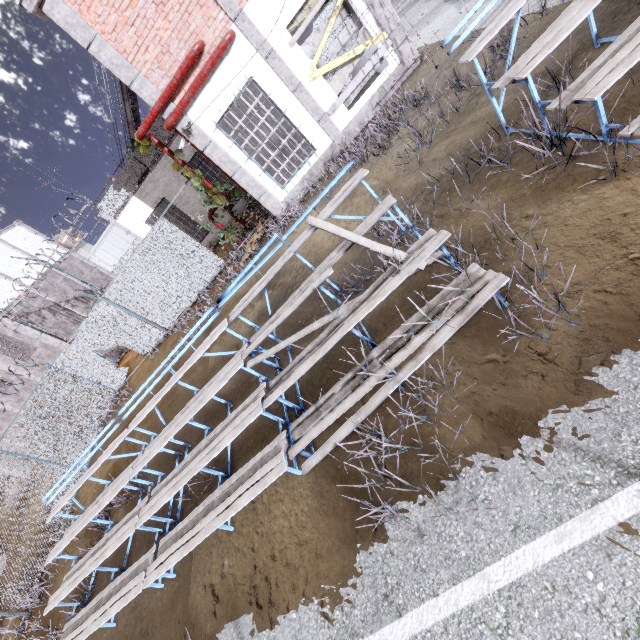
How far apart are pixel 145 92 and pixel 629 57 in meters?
9.6 m

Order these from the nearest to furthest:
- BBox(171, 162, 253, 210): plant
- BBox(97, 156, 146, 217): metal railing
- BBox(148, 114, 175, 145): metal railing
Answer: BBox(171, 162, 253, 210): plant, BBox(148, 114, 175, 145): metal railing, BBox(97, 156, 146, 217): metal railing

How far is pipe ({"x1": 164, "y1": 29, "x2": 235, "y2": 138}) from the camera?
7.9m

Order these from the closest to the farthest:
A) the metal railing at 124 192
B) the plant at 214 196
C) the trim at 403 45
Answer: the trim at 403 45, the plant at 214 196, the metal railing at 124 192

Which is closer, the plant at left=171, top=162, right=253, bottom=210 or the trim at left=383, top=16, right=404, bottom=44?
the trim at left=383, top=16, right=404, bottom=44

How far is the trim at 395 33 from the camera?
8.6m

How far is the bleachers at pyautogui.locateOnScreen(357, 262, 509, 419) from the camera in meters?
3.2

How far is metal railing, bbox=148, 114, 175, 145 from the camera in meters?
13.5
